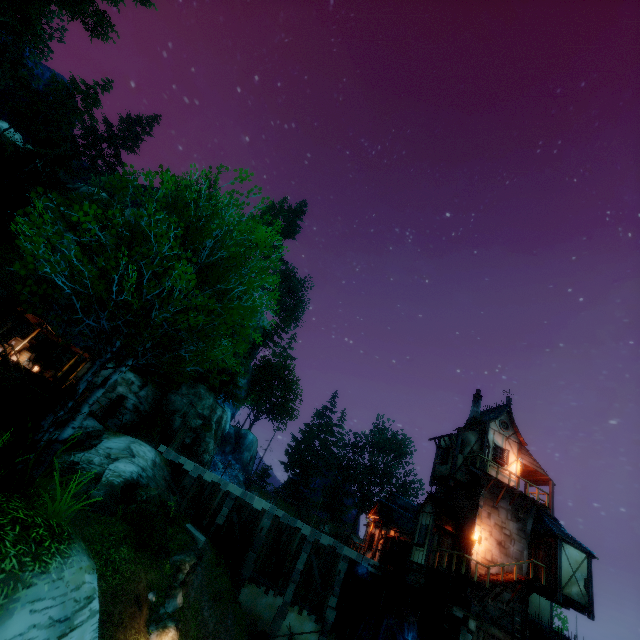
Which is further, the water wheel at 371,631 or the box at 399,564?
the box at 399,564

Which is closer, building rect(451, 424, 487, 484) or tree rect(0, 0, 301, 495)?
tree rect(0, 0, 301, 495)

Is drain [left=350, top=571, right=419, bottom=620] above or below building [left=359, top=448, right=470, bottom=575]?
below

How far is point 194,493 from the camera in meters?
23.8 m

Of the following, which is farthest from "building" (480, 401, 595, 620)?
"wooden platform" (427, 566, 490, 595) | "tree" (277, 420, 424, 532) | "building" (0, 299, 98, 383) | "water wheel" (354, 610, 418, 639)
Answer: "building" (0, 299, 98, 383)

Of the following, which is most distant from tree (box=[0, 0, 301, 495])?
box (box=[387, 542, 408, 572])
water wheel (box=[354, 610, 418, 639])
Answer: box (box=[387, 542, 408, 572])

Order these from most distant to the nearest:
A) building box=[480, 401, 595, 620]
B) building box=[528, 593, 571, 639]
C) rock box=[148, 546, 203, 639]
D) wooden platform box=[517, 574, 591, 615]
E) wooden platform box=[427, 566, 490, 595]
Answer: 1. building box=[528, 593, 571, 639]
2. building box=[480, 401, 595, 620]
3. wooden platform box=[517, 574, 591, 615]
4. wooden platform box=[427, 566, 490, 595]
5. rock box=[148, 546, 203, 639]

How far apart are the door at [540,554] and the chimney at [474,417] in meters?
7.9 m
